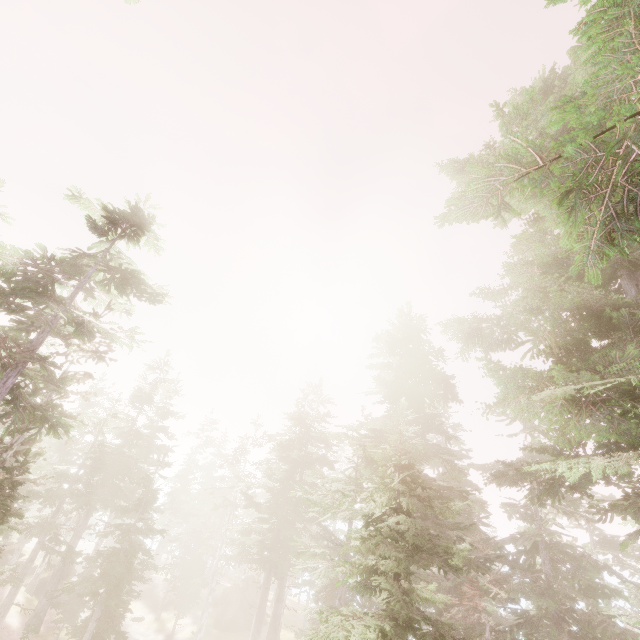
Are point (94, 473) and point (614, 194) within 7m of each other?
no

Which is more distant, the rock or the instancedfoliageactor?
the rock

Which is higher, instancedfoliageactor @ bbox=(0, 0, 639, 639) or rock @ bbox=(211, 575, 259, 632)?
instancedfoliageactor @ bbox=(0, 0, 639, 639)

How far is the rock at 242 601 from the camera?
35.5m

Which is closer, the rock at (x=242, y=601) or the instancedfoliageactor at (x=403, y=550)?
the instancedfoliageactor at (x=403, y=550)

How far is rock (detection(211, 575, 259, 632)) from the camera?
35.50m
